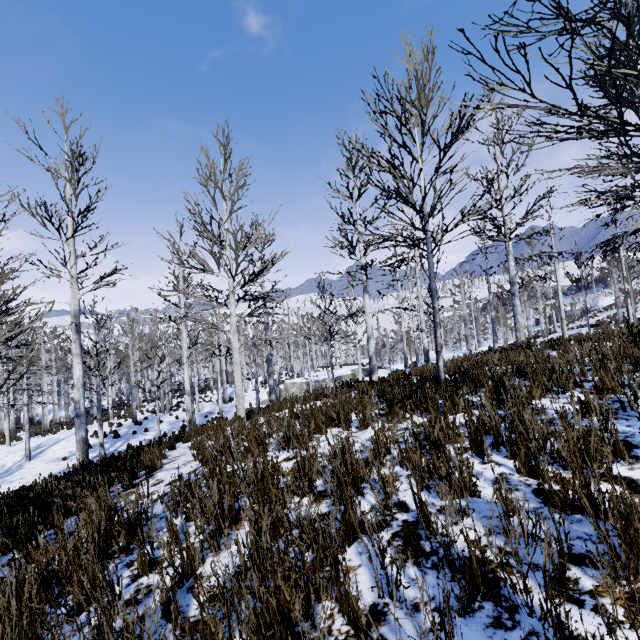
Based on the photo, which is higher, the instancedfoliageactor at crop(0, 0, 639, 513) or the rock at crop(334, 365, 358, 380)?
the instancedfoliageactor at crop(0, 0, 639, 513)

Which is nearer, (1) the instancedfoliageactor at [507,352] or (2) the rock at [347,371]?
(1) the instancedfoliageactor at [507,352]

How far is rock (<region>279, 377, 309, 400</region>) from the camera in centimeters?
3038cm

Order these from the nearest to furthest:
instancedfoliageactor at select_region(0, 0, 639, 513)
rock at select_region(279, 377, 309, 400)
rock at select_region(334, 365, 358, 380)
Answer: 1. instancedfoliageactor at select_region(0, 0, 639, 513)
2. rock at select_region(279, 377, 309, 400)
3. rock at select_region(334, 365, 358, 380)

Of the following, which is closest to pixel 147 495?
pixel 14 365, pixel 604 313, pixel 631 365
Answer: pixel 631 365

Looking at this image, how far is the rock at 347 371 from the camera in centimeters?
3180cm

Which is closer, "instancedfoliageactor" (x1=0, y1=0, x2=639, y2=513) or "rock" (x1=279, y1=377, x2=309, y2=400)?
"instancedfoliageactor" (x1=0, y1=0, x2=639, y2=513)
